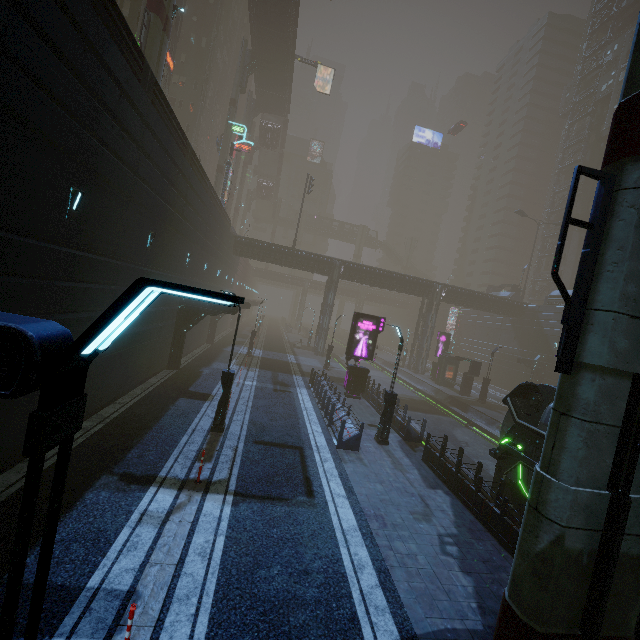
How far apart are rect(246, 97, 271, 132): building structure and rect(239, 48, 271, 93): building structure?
9.89m

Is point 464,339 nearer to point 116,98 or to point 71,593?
point 116,98

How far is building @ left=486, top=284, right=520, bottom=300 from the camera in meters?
47.6 m

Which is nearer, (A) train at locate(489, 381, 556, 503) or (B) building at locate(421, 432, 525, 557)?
(B) building at locate(421, 432, 525, 557)

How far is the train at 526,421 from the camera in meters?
10.6

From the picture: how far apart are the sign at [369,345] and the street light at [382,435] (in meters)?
6.79

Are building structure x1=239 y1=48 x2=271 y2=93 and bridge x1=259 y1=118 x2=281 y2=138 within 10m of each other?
no

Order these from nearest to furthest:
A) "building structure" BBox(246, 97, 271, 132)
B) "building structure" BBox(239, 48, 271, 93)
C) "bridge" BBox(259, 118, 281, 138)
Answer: "building structure" BBox(239, 48, 271, 93), "building structure" BBox(246, 97, 271, 132), "bridge" BBox(259, 118, 281, 138)
